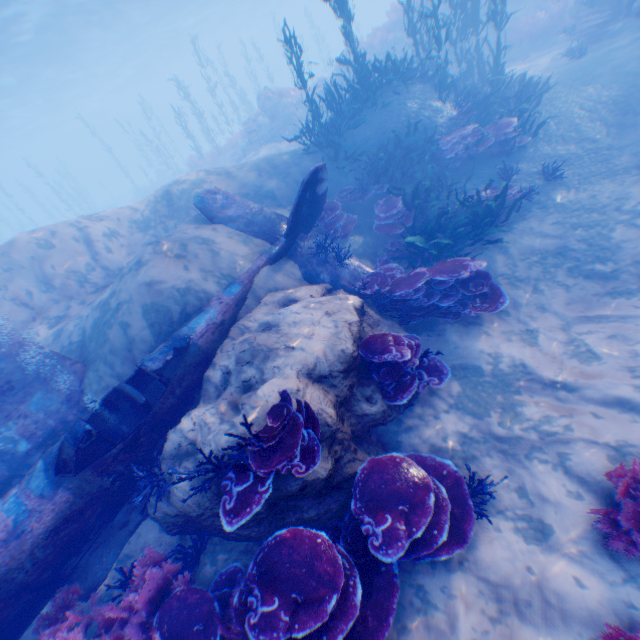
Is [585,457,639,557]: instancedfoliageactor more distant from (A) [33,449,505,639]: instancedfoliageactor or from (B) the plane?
(B) the plane

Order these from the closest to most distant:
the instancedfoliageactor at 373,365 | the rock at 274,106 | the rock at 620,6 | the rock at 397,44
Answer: the instancedfoliageactor at 373,365 → the rock at 620,6 → the rock at 397,44 → the rock at 274,106

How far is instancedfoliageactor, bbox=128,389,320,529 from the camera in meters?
3.5 m

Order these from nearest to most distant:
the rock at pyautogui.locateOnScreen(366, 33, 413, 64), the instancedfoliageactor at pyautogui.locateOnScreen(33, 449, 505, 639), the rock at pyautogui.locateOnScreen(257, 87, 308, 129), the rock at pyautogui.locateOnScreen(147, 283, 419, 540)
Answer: the instancedfoliageactor at pyautogui.locateOnScreen(33, 449, 505, 639)
the rock at pyautogui.locateOnScreen(147, 283, 419, 540)
the rock at pyautogui.locateOnScreen(366, 33, 413, 64)
the rock at pyautogui.locateOnScreen(257, 87, 308, 129)

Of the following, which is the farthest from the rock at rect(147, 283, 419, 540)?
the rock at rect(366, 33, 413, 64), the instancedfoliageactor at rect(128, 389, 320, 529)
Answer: the rock at rect(366, 33, 413, 64)

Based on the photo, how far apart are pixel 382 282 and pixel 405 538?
4.57m

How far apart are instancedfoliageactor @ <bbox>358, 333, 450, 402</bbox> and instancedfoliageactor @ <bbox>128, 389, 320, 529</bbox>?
1.25m

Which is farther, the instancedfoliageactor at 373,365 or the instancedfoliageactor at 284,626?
the instancedfoliageactor at 373,365
